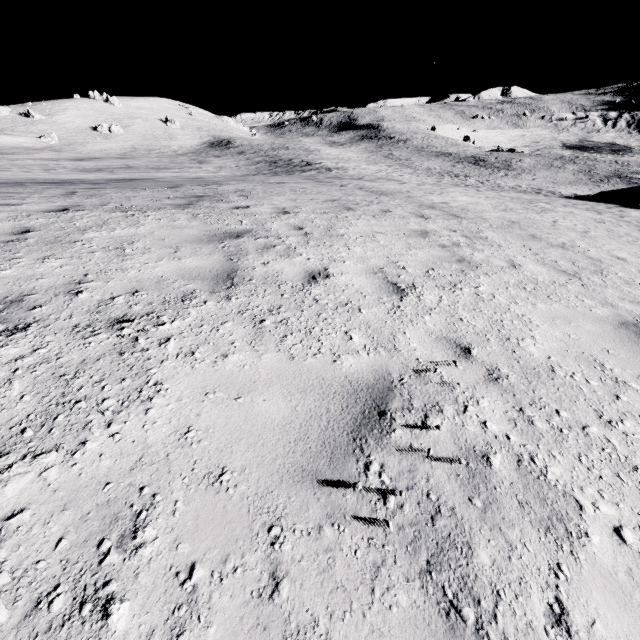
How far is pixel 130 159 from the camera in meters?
57.9 m
